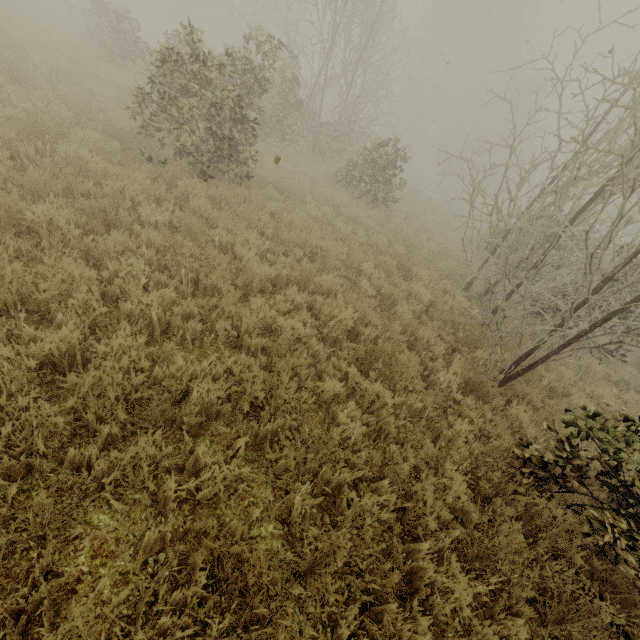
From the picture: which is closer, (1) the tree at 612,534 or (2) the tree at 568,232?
(1) the tree at 612,534

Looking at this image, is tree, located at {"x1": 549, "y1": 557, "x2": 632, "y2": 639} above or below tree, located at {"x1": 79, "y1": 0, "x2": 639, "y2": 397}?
below

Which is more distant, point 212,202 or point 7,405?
point 212,202

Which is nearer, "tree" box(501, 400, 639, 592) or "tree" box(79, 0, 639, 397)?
"tree" box(501, 400, 639, 592)

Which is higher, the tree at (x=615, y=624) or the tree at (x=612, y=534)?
the tree at (x=612, y=534)
